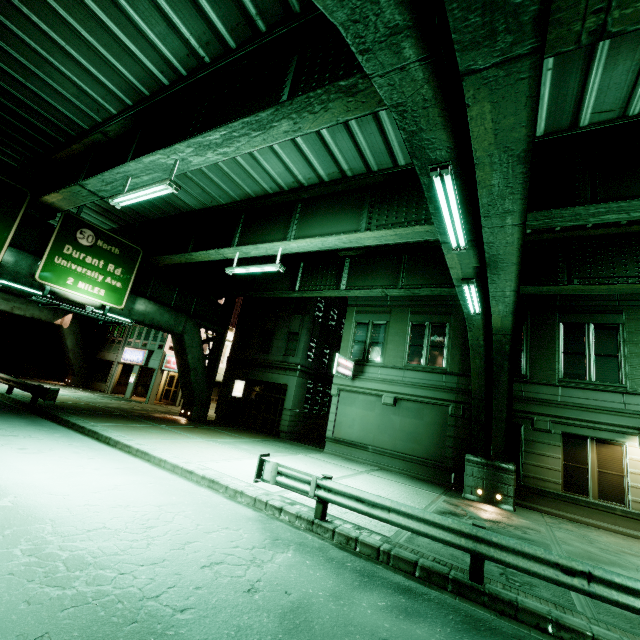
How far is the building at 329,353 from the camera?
16.4 meters

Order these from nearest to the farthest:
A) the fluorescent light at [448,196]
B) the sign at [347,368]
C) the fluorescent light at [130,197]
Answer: the fluorescent light at [448,196]
the fluorescent light at [130,197]
the sign at [347,368]

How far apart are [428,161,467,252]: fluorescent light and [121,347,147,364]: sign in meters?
29.4

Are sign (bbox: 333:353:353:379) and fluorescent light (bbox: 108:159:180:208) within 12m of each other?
yes

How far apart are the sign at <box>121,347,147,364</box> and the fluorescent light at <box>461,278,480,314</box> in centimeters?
2814cm

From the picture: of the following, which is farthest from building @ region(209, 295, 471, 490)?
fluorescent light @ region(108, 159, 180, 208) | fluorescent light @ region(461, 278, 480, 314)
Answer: fluorescent light @ region(108, 159, 180, 208)

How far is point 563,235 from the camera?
14.0m

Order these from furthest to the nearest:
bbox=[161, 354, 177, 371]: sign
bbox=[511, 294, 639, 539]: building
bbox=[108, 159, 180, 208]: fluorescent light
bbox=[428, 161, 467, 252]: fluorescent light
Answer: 1. bbox=[161, 354, 177, 371]: sign
2. bbox=[511, 294, 639, 539]: building
3. bbox=[108, 159, 180, 208]: fluorescent light
4. bbox=[428, 161, 467, 252]: fluorescent light
